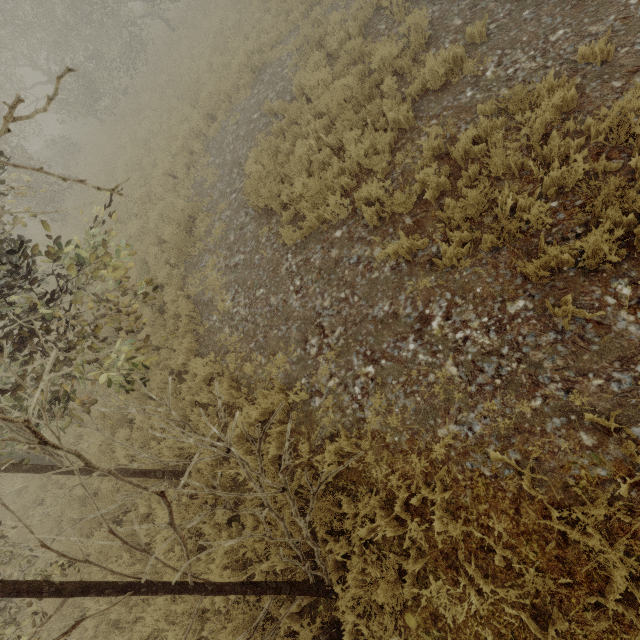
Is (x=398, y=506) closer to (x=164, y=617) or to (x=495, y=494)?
(x=495, y=494)
